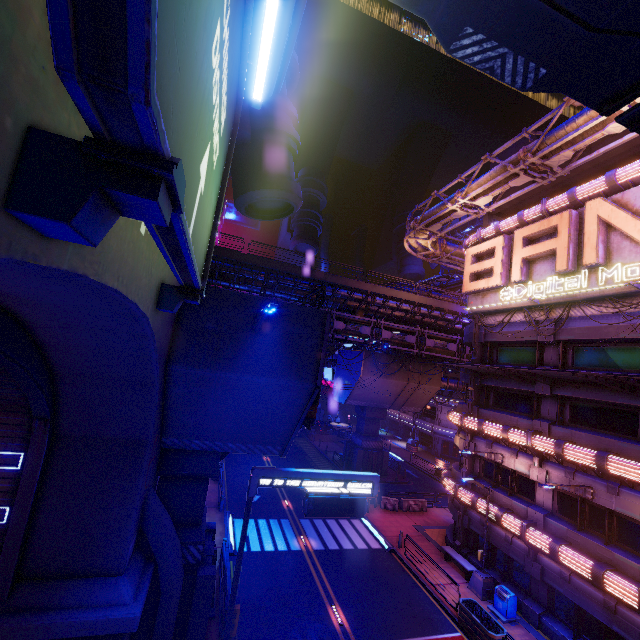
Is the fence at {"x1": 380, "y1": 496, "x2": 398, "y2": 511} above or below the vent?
below

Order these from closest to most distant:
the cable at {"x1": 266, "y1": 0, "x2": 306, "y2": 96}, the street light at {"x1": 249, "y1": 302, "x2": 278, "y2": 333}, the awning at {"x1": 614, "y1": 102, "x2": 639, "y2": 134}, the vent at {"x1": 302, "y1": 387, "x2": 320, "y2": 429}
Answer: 1. the awning at {"x1": 614, "y1": 102, "x2": 639, "y2": 134}
2. the cable at {"x1": 266, "y1": 0, "x2": 306, "y2": 96}
3. the street light at {"x1": 249, "y1": 302, "x2": 278, "y2": 333}
4. the vent at {"x1": 302, "y1": 387, "x2": 320, "y2": 429}

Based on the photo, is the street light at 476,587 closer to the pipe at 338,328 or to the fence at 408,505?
the fence at 408,505

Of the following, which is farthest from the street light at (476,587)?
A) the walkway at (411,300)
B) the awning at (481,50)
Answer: the awning at (481,50)

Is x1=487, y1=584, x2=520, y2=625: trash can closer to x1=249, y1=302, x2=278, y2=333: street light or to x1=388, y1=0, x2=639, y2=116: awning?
x1=249, y1=302, x2=278, y2=333: street light

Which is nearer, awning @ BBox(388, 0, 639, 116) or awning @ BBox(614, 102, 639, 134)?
awning @ BBox(388, 0, 639, 116)

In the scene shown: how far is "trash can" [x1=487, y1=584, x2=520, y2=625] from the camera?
16.3m

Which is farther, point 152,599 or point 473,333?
point 473,333
